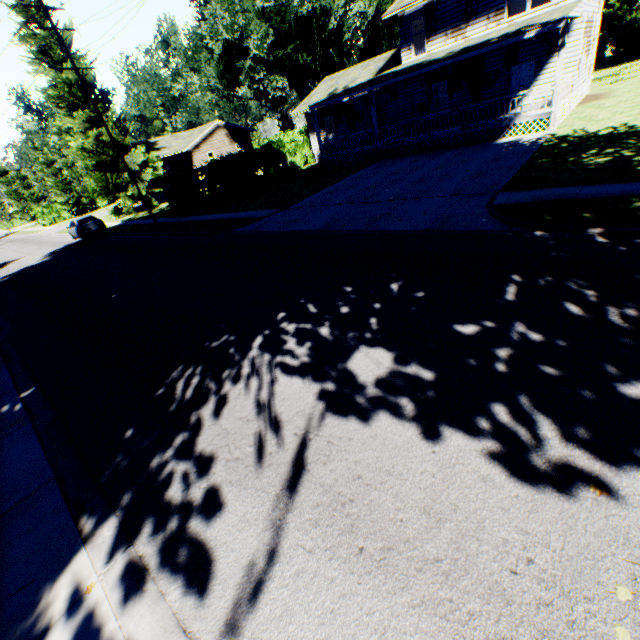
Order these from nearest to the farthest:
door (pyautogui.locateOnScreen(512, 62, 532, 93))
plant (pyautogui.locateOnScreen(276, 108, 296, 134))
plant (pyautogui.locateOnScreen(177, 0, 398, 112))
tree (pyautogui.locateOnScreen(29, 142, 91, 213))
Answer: door (pyautogui.locateOnScreen(512, 62, 532, 93)), plant (pyautogui.locateOnScreen(177, 0, 398, 112)), tree (pyautogui.locateOnScreen(29, 142, 91, 213)), plant (pyautogui.locateOnScreen(276, 108, 296, 134))

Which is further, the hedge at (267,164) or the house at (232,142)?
the house at (232,142)

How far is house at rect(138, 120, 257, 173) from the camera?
40.4m

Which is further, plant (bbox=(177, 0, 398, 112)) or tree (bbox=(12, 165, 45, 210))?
tree (bbox=(12, 165, 45, 210))

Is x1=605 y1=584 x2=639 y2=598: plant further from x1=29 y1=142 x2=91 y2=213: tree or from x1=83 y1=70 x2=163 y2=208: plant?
x1=29 y1=142 x2=91 y2=213: tree

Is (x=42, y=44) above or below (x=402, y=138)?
above

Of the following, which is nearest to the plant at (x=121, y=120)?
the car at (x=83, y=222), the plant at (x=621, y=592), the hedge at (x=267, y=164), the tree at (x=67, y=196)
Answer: the car at (x=83, y=222)

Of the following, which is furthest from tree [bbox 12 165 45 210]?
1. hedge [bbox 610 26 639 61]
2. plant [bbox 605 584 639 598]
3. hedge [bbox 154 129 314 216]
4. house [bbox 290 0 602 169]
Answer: hedge [bbox 610 26 639 61]
